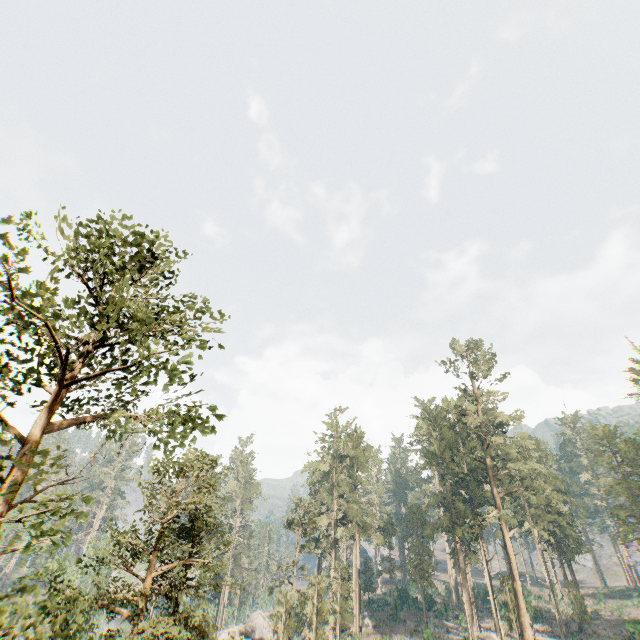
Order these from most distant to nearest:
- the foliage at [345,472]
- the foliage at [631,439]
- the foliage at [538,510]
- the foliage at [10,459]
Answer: the foliage at [631,439] → the foliage at [538,510] → the foliage at [345,472] → the foliage at [10,459]

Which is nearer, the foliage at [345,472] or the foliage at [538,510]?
the foliage at [345,472]

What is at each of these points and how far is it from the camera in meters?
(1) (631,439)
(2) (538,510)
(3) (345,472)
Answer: (1) foliage, 49.5
(2) foliage, 50.6
(3) foliage, 54.8

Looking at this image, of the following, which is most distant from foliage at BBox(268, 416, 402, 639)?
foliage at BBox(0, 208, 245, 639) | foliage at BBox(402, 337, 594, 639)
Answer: foliage at BBox(402, 337, 594, 639)

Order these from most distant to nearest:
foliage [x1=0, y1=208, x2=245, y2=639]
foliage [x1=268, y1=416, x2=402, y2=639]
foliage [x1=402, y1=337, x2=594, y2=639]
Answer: foliage [x1=402, y1=337, x2=594, y2=639] < foliage [x1=268, y1=416, x2=402, y2=639] < foliage [x1=0, y1=208, x2=245, y2=639]

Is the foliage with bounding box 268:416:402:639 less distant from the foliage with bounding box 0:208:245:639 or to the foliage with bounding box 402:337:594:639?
the foliage with bounding box 0:208:245:639
